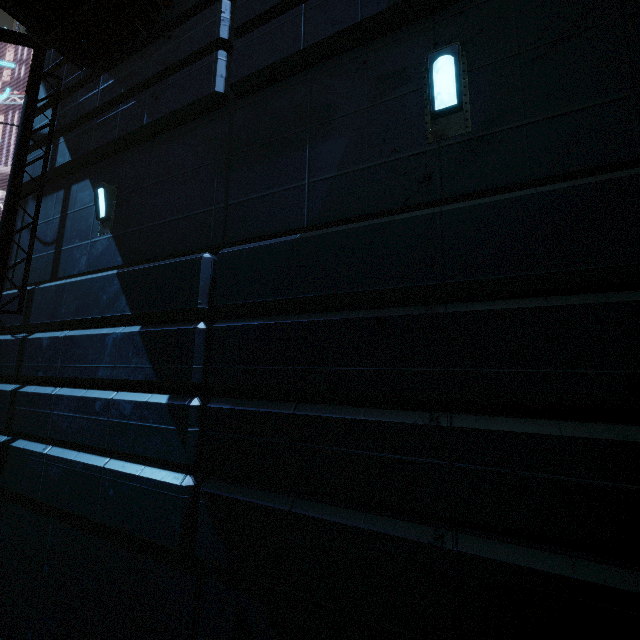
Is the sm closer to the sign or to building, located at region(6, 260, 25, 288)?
building, located at region(6, 260, 25, 288)

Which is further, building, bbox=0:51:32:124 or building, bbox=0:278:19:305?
building, bbox=0:51:32:124

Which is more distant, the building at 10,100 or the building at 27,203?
the building at 10,100

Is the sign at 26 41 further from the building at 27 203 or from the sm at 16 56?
the sm at 16 56

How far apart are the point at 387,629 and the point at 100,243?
6.72m

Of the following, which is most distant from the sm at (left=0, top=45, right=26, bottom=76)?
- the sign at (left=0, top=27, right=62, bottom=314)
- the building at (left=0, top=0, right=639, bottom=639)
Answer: the sign at (left=0, top=27, right=62, bottom=314)

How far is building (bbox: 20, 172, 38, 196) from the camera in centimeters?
692cm
